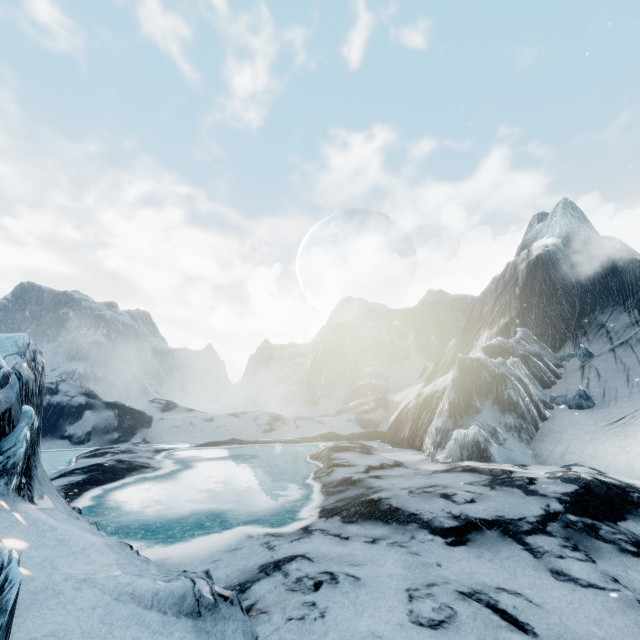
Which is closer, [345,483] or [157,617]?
[157,617]
